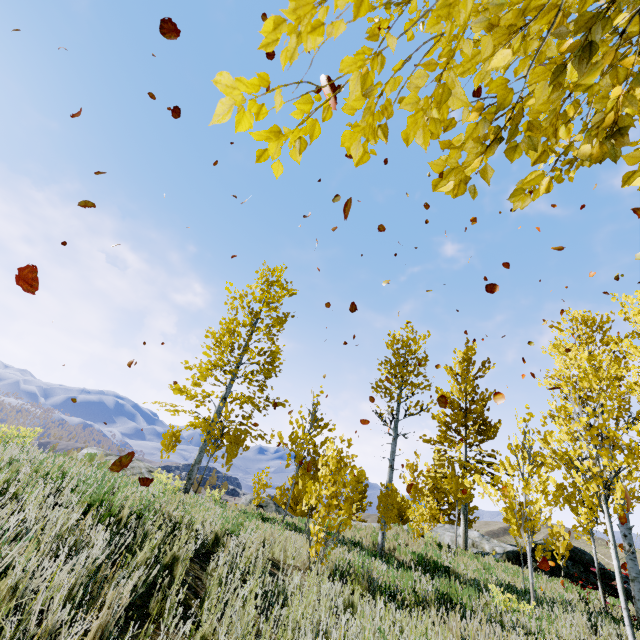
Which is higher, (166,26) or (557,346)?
(166,26)

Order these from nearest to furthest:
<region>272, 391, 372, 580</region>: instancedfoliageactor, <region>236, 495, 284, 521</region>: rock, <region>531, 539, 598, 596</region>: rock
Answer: <region>272, 391, 372, 580</region>: instancedfoliageactor → <region>531, 539, 598, 596</region>: rock → <region>236, 495, 284, 521</region>: rock

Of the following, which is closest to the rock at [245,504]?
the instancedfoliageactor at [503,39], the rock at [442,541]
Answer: the instancedfoliageactor at [503,39]

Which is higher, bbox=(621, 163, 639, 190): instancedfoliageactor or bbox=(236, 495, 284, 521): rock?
bbox=(621, 163, 639, 190): instancedfoliageactor

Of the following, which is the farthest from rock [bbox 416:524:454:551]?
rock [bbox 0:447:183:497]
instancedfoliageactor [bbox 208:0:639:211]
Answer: rock [bbox 0:447:183:497]

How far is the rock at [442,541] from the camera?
13.6 meters

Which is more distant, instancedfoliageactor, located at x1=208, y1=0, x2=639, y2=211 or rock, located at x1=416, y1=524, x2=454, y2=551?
rock, located at x1=416, y1=524, x2=454, y2=551
